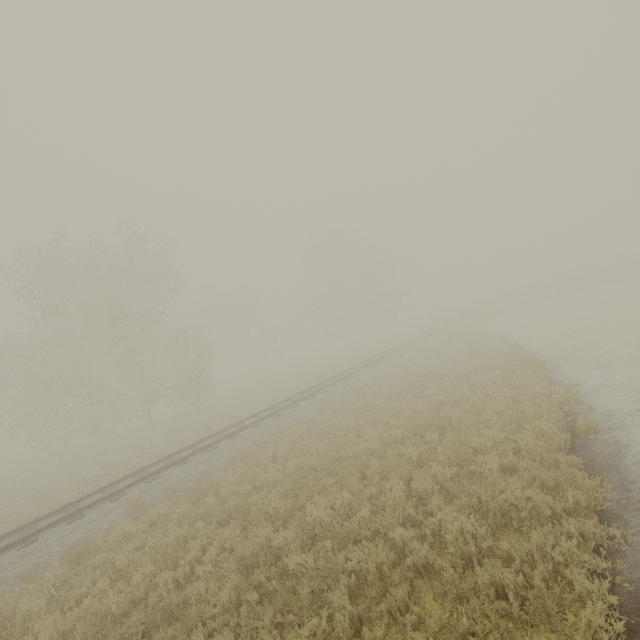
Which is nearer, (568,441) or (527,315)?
(568,441)

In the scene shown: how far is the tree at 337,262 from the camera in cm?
4406

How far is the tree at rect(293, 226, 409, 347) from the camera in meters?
44.1 m

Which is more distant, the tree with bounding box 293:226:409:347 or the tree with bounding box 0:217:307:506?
the tree with bounding box 293:226:409:347

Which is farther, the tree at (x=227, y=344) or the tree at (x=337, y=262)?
the tree at (x=337, y=262)
